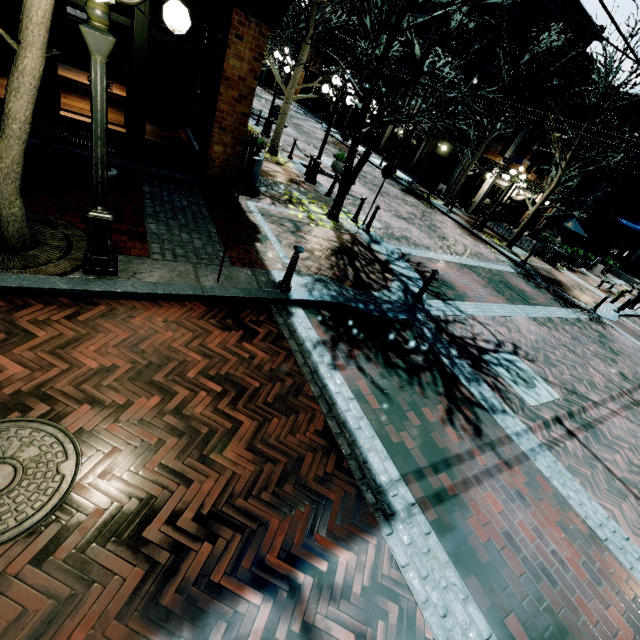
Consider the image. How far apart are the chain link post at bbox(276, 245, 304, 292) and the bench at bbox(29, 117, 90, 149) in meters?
4.3

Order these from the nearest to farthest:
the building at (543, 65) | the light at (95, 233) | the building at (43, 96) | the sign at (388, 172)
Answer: the light at (95, 233)
the building at (43, 96)
the sign at (388, 172)
the building at (543, 65)

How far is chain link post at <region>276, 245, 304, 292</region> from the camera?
5.25m

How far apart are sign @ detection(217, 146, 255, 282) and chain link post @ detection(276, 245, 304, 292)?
1.0 meters

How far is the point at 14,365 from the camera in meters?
3.1 m

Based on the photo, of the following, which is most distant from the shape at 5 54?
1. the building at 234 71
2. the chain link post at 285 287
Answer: the chain link post at 285 287

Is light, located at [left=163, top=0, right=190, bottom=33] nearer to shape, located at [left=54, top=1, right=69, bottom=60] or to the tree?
the tree

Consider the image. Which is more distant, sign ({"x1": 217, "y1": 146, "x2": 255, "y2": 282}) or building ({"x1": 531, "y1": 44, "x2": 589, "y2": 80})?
building ({"x1": 531, "y1": 44, "x2": 589, "y2": 80})
